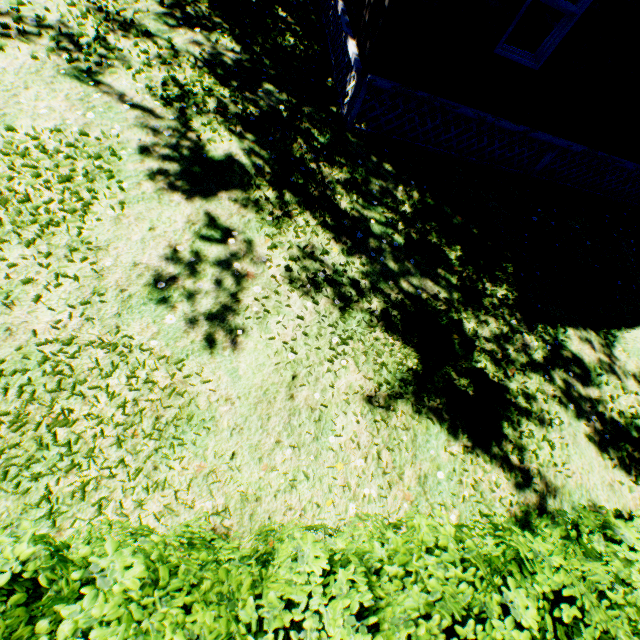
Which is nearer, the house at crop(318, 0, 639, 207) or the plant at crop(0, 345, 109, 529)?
the plant at crop(0, 345, 109, 529)

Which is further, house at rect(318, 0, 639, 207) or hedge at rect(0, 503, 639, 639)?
house at rect(318, 0, 639, 207)

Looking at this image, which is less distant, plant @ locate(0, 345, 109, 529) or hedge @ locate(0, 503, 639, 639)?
hedge @ locate(0, 503, 639, 639)

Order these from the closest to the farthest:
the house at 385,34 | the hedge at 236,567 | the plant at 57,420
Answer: the hedge at 236,567, the plant at 57,420, the house at 385,34

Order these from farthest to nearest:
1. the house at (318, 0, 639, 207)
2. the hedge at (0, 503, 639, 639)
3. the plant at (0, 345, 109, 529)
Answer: the house at (318, 0, 639, 207), the plant at (0, 345, 109, 529), the hedge at (0, 503, 639, 639)

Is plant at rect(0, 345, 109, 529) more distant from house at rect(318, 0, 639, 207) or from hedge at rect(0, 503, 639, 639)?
house at rect(318, 0, 639, 207)

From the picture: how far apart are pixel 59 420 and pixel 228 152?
4.40m

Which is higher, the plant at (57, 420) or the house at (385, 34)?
the house at (385, 34)
